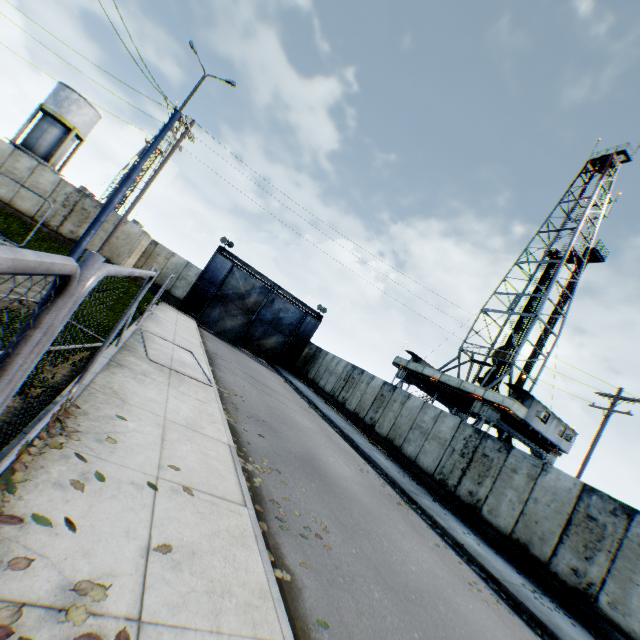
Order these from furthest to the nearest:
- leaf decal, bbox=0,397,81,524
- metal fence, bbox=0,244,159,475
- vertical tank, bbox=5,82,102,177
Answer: vertical tank, bbox=5,82,102,177
leaf decal, bbox=0,397,81,524
metal fence, bbox=0,244,159,475

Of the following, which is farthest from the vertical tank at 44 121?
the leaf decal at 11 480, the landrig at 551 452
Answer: the landrig at 551 452

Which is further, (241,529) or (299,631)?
(241,529)

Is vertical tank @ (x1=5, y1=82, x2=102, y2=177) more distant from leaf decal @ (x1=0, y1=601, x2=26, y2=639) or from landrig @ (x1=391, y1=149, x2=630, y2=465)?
landrig @ (x1=391, y1=149, x2=630, y2=465)

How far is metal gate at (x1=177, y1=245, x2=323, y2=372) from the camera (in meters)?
25.75

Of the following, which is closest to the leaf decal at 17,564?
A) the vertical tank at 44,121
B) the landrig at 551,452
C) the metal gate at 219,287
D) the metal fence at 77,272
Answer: the metal fence at 77,272

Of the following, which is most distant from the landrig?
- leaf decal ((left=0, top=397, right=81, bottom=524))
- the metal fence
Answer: leaf decal ((left=0, top=397, right=81, bottom=524))

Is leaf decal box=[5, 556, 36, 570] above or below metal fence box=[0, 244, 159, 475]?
below
